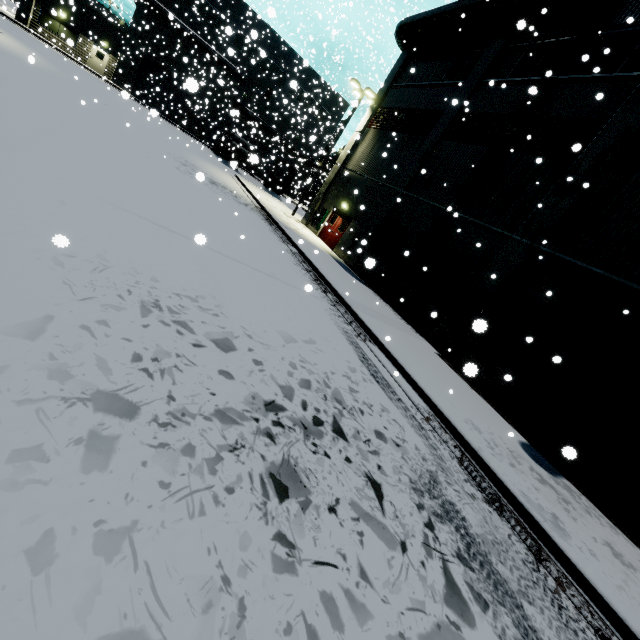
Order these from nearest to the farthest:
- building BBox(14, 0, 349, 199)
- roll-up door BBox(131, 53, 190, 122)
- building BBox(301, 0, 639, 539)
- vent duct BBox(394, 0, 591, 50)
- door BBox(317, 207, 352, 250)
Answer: building BBox(301, 0, 639, 539)
vent duct BBox(394, 0, 591, 50)
door BBox(317, 207, 352, 250)
building BBox(14, 0, 349, 199)
roll-up door BBox(131, 53, 190, 122)

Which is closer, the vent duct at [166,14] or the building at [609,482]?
the building at [609,482]

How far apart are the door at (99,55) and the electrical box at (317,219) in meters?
28.8

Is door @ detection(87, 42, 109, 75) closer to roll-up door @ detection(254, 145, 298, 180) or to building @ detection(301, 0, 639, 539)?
building @ detection(301, 0, 639, 539)

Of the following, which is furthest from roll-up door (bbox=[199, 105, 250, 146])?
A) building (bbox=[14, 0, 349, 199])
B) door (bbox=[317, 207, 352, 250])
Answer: door (bbox=[317, 207, 352, 250])

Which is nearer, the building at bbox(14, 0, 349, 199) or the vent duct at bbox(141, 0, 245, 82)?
the building at bbox(14, 0, 349, 199)

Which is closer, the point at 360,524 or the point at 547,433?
the point at 360,524

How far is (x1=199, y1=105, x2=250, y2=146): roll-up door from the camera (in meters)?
37.18
